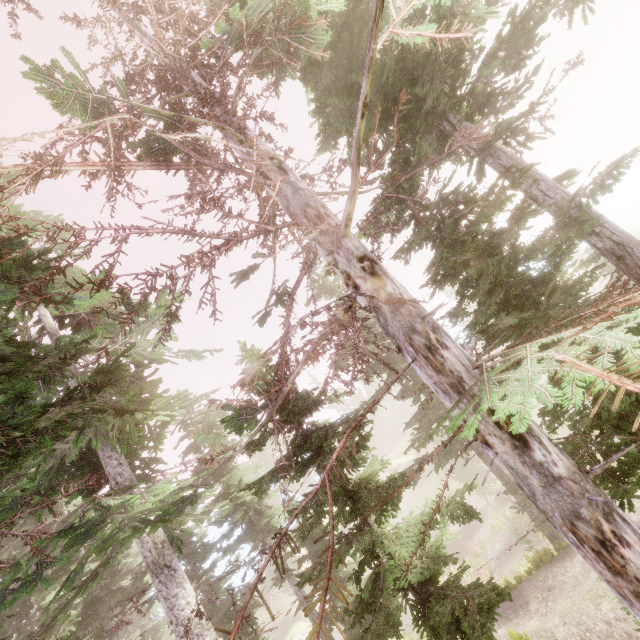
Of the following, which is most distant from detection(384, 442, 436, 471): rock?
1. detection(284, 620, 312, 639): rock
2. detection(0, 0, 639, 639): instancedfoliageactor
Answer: detection(284, 620, 312, 639): rock

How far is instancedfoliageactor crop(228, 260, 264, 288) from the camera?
6.6 meters

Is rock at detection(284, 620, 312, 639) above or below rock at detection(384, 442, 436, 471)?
below

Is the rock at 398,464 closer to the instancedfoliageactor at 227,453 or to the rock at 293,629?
the instancedfoliageactor at 227,453

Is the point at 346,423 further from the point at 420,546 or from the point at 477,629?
the point at 420,546

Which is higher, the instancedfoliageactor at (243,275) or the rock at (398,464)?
the instancedfoliageactor at (243,275)

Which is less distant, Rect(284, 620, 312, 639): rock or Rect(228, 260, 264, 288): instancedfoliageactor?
Rect(228, 260, 264, 288): instancedfoliageactor

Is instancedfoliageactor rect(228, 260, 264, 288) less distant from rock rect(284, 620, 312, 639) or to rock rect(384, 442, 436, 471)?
rock rect(384, 442, 436, 471)
